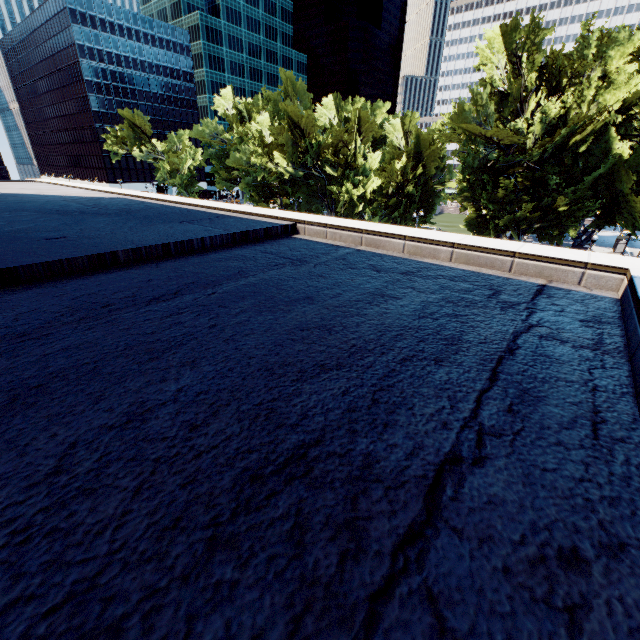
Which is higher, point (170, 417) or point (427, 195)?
point (170, 417)

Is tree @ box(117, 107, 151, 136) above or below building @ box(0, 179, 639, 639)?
above

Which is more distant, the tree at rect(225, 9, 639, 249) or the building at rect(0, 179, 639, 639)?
the tree at rect(225, 9, 639, 249)

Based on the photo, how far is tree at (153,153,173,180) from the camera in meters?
57.6

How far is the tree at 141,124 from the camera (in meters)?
58.45

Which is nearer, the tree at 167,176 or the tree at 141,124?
the tree at 167,176

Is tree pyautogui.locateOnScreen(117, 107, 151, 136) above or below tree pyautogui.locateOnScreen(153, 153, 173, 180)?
above
